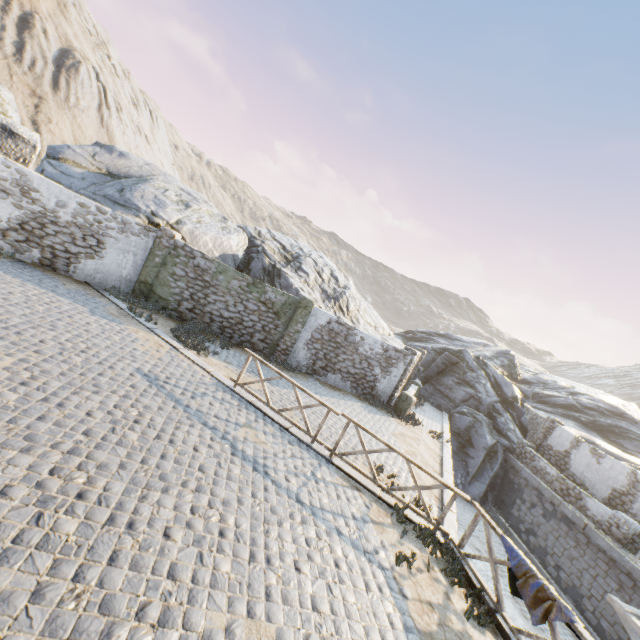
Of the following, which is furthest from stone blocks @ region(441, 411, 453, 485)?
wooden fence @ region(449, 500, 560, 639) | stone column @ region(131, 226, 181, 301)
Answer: stone column @ region(131, 226, 181, 301)

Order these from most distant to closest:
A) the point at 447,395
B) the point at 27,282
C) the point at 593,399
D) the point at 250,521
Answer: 1. the point at 593,399
2. the point at 447,395
3. the point at 27,282
4. the point at 250,521

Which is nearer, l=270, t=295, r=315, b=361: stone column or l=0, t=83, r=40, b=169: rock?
l=0, t=83, r=40, b=169: rock

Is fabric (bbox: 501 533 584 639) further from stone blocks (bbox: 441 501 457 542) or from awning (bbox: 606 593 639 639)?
awning (bbox: 606 593 639 639)

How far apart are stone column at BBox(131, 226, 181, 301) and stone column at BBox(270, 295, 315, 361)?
5.5 meters

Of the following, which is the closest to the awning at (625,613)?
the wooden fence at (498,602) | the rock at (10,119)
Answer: the wooden fence at (498,602)

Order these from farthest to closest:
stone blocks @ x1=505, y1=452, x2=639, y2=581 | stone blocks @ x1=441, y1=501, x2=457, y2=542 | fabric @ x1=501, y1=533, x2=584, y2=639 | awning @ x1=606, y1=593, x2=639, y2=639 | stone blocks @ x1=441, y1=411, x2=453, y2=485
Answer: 1. stone blocks @ x1=505, y1=452, x2=639, y2=581
2. stone blocks @ x1=441, y1=411, x2=453, y2=485
3. awning @ x1=606, y1=593, x2=639, y2=639
4. stone blocks @ x1=441, y1=501, x2=457, y2=542
5. fabric @ x1=501, y1=533, x2=584, y2=639

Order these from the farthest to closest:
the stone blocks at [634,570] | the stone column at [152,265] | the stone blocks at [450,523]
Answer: the stone column at [152,265]
the stone blocks at [634,570]
the stone blocks at [450,523]
